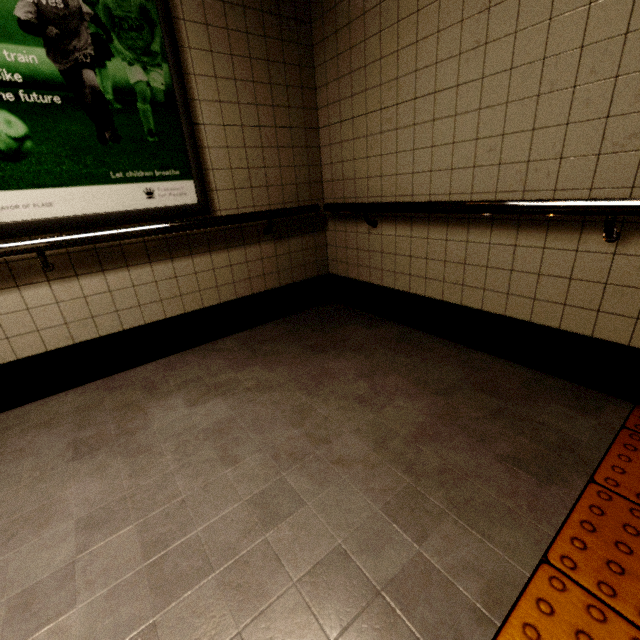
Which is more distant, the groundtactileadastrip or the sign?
the sign

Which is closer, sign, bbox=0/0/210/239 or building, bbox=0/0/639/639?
building, bbox=0/0/639/639

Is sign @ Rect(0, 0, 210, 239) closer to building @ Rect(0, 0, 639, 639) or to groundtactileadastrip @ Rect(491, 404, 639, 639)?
building @ Rect(0, 0, 639, 639)

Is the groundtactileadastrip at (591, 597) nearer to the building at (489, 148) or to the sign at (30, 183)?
the building at (489, 148)

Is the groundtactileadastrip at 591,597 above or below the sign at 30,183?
below

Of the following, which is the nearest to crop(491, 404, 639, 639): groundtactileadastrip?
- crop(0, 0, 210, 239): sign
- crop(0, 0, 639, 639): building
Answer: crop(0, 0, 639, 639): building

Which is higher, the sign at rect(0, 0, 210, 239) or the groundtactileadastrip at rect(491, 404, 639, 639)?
the sign at rect(0, 0, 210, 239)

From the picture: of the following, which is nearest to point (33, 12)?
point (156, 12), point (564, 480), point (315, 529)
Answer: point (156, 12)
